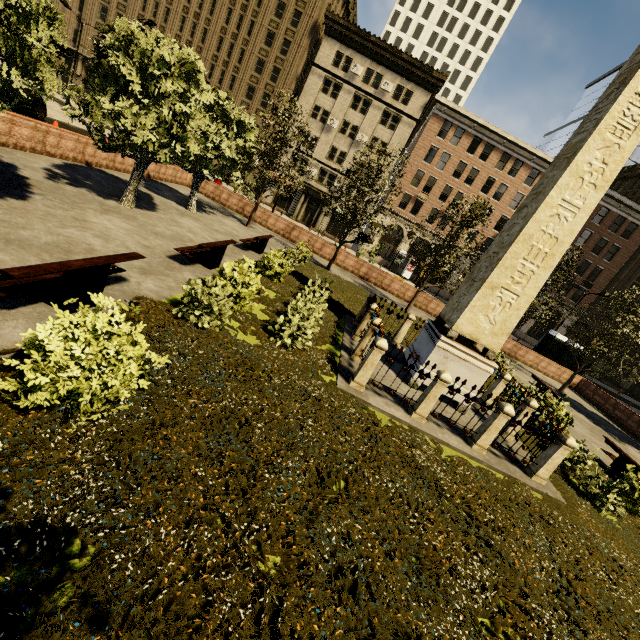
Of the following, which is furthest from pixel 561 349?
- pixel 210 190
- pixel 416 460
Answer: pixel 210 190

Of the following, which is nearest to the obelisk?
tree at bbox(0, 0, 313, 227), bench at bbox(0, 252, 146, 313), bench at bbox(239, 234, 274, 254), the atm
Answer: tree at bbox(0, 0, 313, 227)

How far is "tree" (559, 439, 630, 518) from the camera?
8.23m

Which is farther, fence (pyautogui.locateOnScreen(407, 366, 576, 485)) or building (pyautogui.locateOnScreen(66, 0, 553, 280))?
building (pyautogui.locateOnScreen(66, 0, 553, 280))

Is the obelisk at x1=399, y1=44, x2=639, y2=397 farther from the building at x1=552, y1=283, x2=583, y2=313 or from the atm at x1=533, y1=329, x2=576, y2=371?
the building at x1=552, y1=283, x2=583, y2=313

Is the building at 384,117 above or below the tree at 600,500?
above

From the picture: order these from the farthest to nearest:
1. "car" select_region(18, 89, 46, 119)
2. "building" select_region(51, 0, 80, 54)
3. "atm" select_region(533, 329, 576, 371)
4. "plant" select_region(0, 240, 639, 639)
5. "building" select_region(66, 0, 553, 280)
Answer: "building" select_region(51, 0, 80, 54) < "building" select_region(66, 0, 553, 280) < "atm" select_region(533, 329, 576, 371) < "car" select_region(18, 89, 46, 119) < "plant" select_region(0, 240, 639, 639)

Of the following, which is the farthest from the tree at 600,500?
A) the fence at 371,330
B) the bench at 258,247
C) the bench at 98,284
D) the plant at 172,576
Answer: the bench at 98,284
